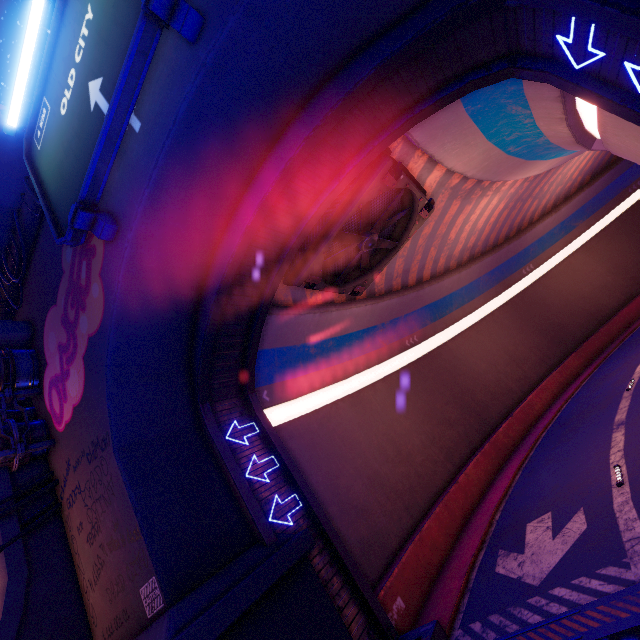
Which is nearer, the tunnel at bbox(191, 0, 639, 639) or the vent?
the tunnel at bbox(191, 0, 639, 639)

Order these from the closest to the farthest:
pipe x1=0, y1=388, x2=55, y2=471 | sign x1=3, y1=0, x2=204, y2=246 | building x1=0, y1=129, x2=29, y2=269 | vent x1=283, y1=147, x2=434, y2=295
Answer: sign x1=3, y1=0, x2=204, y2=246 < pipe x1=0, y1=388, x2=55, y2=471 < vent x1=283, y1=147, x2=434, y2=295 < building x1=0, y1=129, x2=29, y2=269

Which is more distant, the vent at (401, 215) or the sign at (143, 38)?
the vent at (401, 215)

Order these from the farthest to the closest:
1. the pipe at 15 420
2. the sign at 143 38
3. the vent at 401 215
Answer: the vent at 401 215 → the pipe at 15 420 → the sign at 143 38

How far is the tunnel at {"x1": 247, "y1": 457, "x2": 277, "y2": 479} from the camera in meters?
10.3

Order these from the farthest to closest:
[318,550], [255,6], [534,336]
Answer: [534,336], [318,550], [255,6]

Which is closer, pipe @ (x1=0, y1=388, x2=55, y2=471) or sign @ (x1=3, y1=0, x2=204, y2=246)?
sign @ (x1=3, y1=0, x2=204, y2=246)
